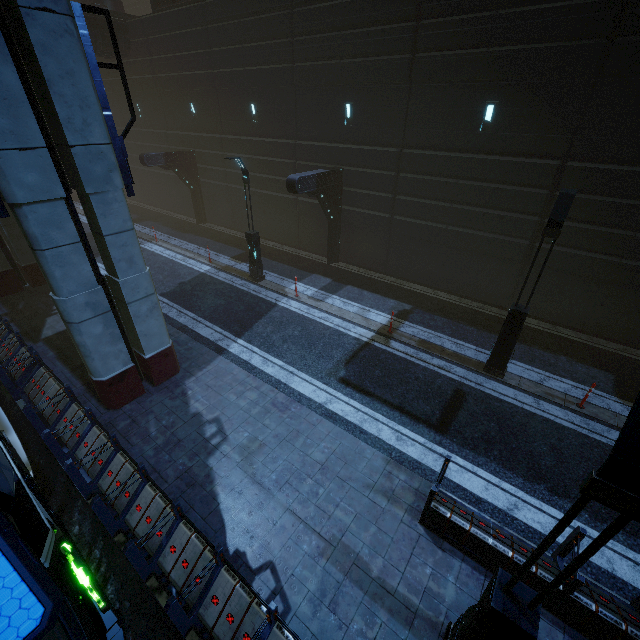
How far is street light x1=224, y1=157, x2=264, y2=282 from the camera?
13.4m

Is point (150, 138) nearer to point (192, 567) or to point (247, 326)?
point (247, 326)

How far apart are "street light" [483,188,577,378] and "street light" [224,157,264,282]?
10.6m

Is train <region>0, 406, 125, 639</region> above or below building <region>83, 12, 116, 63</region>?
below

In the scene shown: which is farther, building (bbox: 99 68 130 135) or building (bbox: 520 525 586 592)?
building (bbox: 99 68 130 135)

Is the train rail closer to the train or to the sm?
the train

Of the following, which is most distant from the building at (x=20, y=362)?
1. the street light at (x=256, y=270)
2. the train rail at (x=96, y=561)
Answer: the street light at (x=256, y=270)

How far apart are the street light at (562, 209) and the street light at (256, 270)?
10.56m
